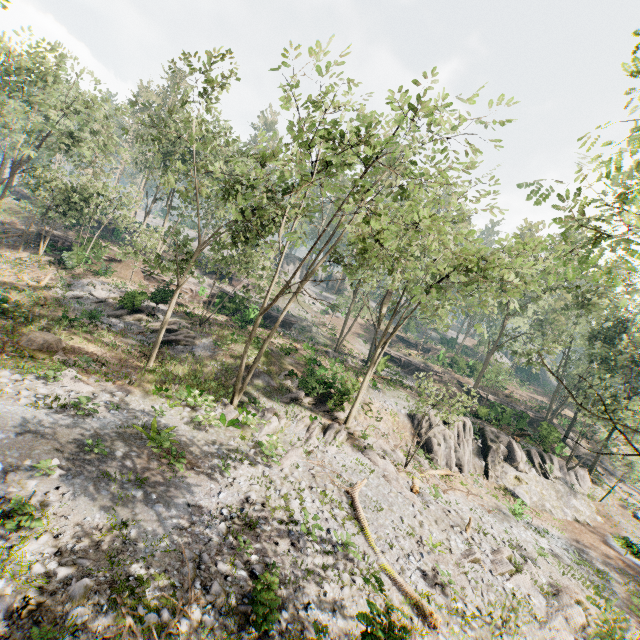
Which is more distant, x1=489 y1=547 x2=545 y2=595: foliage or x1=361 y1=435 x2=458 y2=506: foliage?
x1=361 y1=435 x2=458 y2=506: foliage

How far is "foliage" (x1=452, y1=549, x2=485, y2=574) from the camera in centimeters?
1311cm

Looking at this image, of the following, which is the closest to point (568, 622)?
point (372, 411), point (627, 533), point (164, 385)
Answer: point (372, 411)

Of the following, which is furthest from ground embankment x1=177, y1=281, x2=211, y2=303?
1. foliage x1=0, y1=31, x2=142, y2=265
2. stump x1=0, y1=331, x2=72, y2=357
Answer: stump x1=0, y1=331, x2=72, y2=357

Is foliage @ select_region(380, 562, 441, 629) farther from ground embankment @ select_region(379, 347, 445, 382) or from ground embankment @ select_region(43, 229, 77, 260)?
ground embankment @ select_region(379, 347, 445, 382)

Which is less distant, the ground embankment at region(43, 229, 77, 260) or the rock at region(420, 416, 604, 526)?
the rock at region(420, 416, 604, 526)

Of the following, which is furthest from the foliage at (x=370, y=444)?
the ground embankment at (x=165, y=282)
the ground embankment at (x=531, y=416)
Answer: the ground embankment at (x=165, y=282)

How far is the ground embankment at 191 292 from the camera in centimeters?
3638cm
